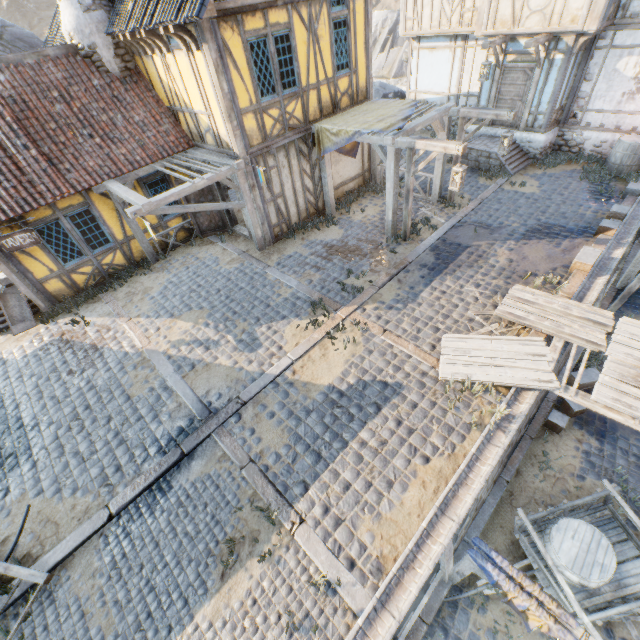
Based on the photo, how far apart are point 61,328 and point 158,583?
7.89m

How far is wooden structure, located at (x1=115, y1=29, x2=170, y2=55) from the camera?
8.0 meters

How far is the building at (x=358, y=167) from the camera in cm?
1171

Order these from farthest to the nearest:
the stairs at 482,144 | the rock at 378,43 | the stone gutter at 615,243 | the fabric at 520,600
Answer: the rock at 378,43, the stairs at 482,144, the stone gutter at 615,243, the fabric at 520,600

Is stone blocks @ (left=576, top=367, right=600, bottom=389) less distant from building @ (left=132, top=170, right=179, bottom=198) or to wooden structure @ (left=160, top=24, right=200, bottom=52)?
building @ (left=132, top=170, right=179, bottom=198)

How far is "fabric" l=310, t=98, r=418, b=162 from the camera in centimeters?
897cm

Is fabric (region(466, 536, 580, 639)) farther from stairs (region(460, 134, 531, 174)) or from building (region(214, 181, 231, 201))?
stairs (region(460, 134, 531, 174))

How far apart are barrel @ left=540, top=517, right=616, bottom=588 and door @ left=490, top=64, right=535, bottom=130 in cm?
1369
